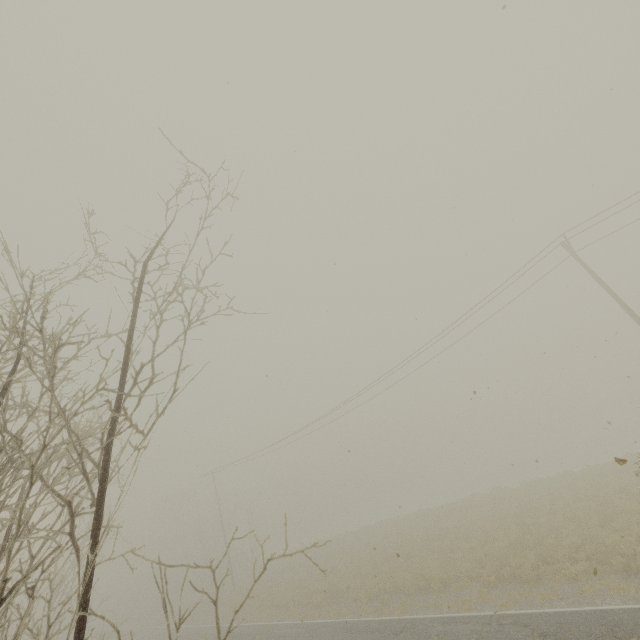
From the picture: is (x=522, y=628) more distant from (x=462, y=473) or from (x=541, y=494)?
(x=462, y=473)
